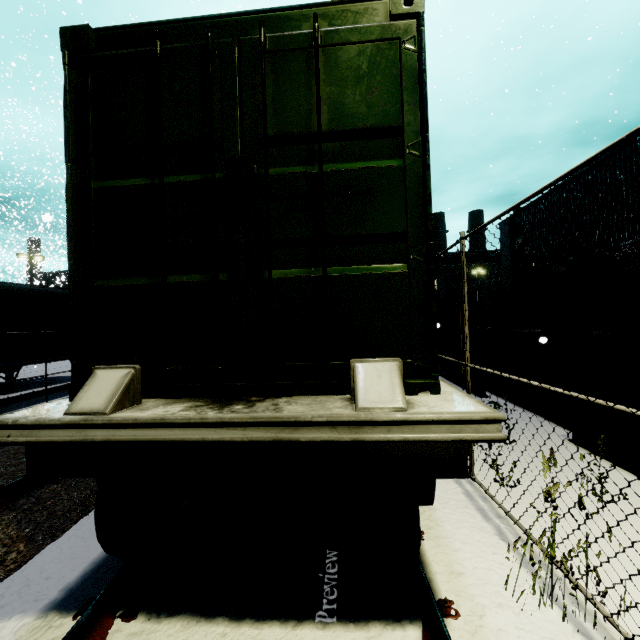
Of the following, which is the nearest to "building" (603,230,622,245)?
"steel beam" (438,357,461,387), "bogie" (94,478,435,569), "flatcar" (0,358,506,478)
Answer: "flatcar" (0,358,506,478)

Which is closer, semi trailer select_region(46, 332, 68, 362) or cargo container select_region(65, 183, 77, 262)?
cargo container select_region(65, 183, 77, 262)

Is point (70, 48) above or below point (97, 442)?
above

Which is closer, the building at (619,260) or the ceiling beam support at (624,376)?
the ceiling beam support at (624,376)

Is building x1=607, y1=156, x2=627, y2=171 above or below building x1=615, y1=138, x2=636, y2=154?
A: below

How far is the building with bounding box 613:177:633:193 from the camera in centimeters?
861cm

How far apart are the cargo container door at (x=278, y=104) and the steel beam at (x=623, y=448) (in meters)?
1.06

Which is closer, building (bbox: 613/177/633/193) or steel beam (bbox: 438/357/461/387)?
building (bbox: 613/177/633/193)
